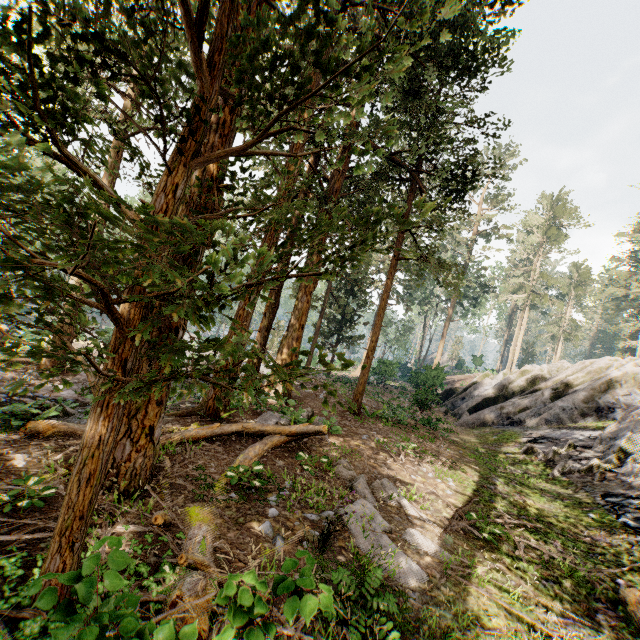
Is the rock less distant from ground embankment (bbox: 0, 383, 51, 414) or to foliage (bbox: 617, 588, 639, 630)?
foliage (bbox: 617, 588, 639, 630)

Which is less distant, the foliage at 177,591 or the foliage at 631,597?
the foliage at 177,591

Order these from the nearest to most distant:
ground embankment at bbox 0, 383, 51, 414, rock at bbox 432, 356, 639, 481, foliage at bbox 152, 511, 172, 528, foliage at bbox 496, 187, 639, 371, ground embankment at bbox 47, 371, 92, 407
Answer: foliage at bbox 152, 511, 172, 528
ground embankment at bbox 0, 383, 51, 414
ground embankment at bbox 47, 371, 92, 407
rock at bbox 432, 356, 639, 481
foliage at bbox 496, 187, 639, 371

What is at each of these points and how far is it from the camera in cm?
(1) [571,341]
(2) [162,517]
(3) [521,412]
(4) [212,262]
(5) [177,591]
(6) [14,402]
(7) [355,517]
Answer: (1) foliage, 5359
(2) foliage, 418
(3) rock, 1934
(4) foliage, 212
(5) foliage, 354
(6) ground embankment, 870
(7) foliage, 622

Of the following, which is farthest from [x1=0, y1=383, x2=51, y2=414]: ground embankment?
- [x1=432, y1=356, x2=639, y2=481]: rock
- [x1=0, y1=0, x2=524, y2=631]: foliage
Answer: [x1=432, y1=356, x2=639, y2=481]: rock

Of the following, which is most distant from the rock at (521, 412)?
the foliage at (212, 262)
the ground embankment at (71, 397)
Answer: the ground embankment at (71, 397)
